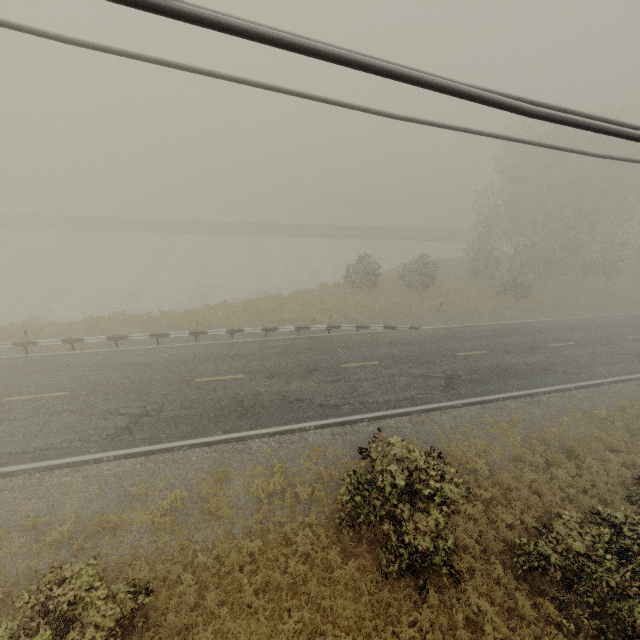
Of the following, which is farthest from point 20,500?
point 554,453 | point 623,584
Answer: point 554,453
